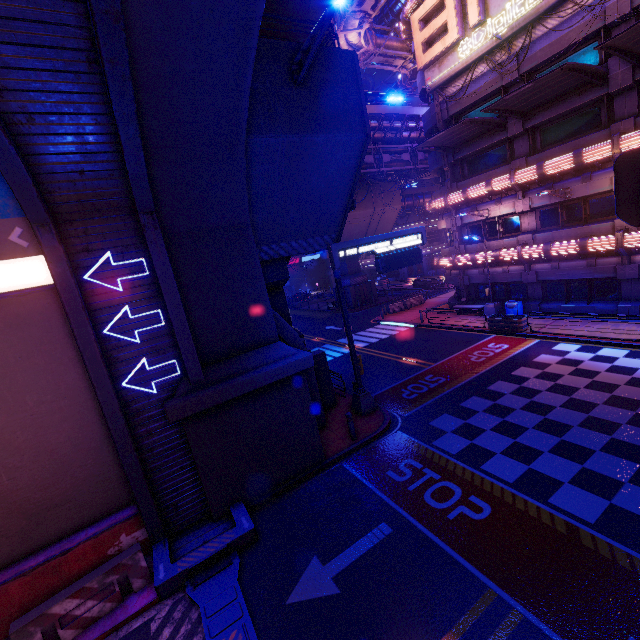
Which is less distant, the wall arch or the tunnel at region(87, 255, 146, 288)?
the wall arch

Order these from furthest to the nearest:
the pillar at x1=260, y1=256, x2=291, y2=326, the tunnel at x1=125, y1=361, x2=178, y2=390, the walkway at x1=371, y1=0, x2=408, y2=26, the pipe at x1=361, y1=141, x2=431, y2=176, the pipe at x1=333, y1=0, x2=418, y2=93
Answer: the walkway at x1=371, y1=0, x2=408, y2=26 < the pipe at x1=361, y1=141, x2=431, y2=176 < the pipe at x1=333, y1=0, x2=418, y2=93 < the pillar at x1=260, y1=256, x2=291, y2=326 < the tunnel at x1=125, y1=361, x2=178, y2=390

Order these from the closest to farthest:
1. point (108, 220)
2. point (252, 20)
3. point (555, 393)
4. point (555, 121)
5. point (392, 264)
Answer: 1. point (252, 20)
2. point (108, 220)
3. point (555, 393)
4. point (392, 264)
5. point (555, 121)

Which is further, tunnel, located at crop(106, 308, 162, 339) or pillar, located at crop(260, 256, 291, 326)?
pillar, located at crop(260, 256, 291, 326)

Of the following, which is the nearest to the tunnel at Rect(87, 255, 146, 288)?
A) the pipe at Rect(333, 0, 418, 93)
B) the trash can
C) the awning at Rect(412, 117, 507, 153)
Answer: the pipe at Rect(333, 0, 418, 93)

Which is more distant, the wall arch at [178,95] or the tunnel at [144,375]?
the tunnel at [144,375]

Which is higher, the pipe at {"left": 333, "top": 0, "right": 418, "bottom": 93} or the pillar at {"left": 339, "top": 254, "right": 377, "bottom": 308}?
the pipe at {"left": 333, "top": 0, "right": 418, "bottom": 93}

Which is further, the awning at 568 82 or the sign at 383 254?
the awning at 568 82
